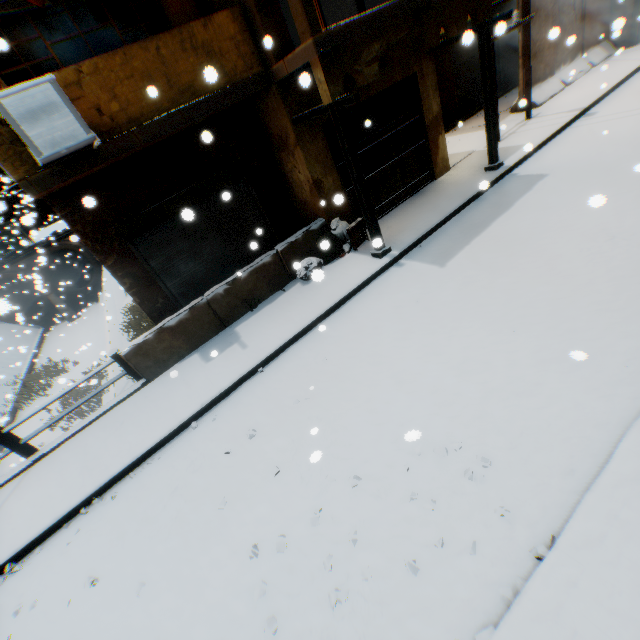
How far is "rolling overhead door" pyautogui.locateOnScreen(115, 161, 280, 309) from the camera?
7.5 meters

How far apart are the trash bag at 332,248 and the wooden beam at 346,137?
0.82m

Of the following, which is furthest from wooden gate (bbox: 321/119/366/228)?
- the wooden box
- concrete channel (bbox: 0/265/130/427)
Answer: concrete channel (bbox: 0/265/130/427)

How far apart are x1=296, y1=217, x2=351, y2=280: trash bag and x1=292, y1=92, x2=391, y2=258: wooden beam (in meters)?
0.82

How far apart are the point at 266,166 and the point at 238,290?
3.6m

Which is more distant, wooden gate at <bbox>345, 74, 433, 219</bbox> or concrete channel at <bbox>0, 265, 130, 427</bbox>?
concrete channel at <bbox>0, 265, 130, 427</bbox>

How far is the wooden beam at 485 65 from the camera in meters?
6.9

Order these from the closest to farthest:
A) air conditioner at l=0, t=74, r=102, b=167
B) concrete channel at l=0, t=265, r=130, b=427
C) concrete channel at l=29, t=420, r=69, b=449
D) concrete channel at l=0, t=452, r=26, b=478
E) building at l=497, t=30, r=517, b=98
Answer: air conditioner at l=0, t=74, r=102, b=167, concrete channel at l=0, t=452, r=26, b=478, concrete channel at l=29, t=420, r=69, b=449, concrete channel at l=0, t=265, r=130, b=427, building at l=497, t=30, r=517, b=98
